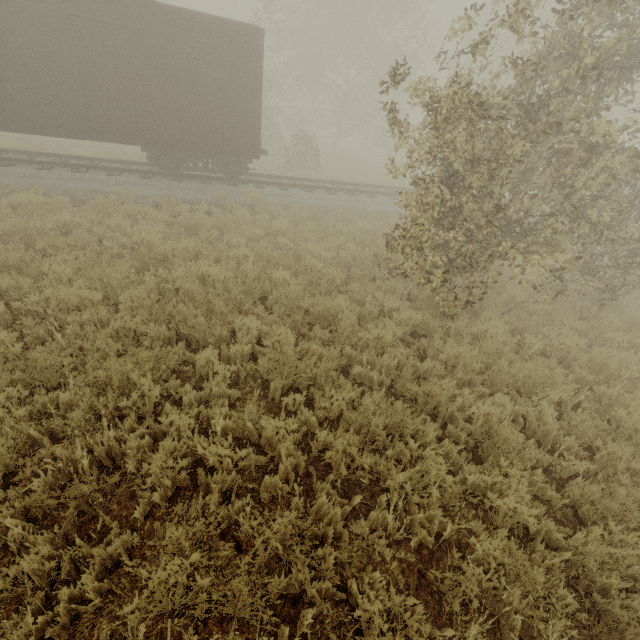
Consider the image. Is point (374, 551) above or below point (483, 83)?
below
